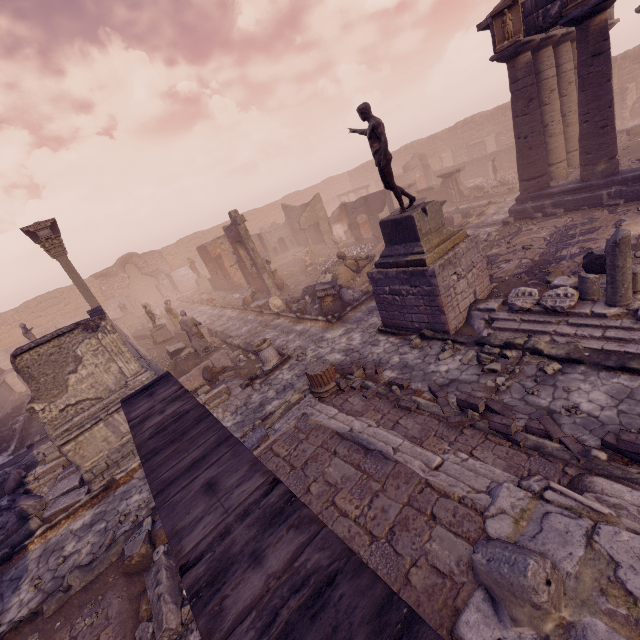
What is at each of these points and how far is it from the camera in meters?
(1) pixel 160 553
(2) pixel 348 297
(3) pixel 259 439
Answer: (1) debris pile, 5.4 m
(2) sculpture, 12.8 m
(3) debris pile, 7.0 m

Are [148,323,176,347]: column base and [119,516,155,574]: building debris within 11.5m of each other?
no

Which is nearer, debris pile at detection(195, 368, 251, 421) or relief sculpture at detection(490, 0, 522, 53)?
debris pile at detection(195, 368, 251, 421)

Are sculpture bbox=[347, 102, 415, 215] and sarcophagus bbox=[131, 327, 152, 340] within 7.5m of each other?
no

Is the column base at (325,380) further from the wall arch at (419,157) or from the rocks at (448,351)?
the wall arch at (419,157)

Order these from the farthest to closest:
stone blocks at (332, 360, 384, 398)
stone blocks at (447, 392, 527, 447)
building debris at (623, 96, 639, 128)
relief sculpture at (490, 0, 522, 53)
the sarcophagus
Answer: building debris at (623, 96, 639, 128) → the sarcophagus → relief sculpture at (490, 0, 522, 53) → stone blocks at (332, 360, 384, 398) → stone blocks at (447, 392, 527, 447)

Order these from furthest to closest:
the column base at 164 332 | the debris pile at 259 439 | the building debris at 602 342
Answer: the column base at 164 332 < the debris pile at 259 439 < the building debris at 602 342

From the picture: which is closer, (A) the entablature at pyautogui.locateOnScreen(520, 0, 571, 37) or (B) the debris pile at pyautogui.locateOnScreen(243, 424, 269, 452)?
(B) the debris pile at pyautogui.locateOnScreen(243, 424, 269, 452)
